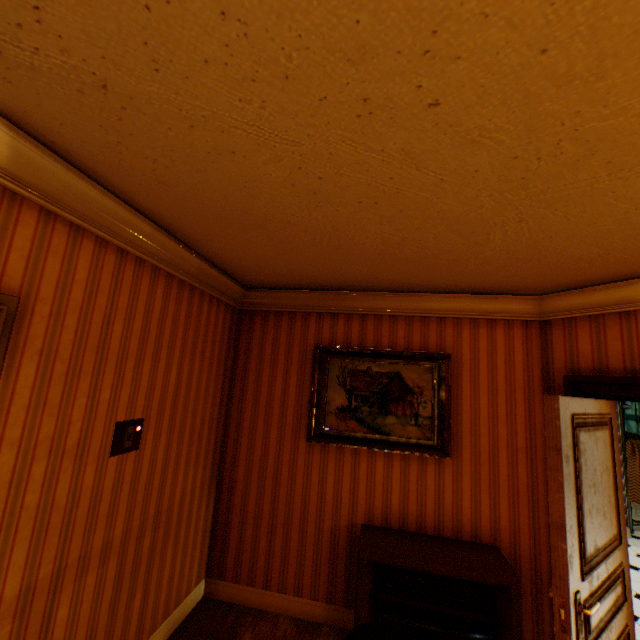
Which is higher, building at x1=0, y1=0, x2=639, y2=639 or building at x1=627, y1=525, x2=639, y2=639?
building at x1=0, y1=0, x2=639, y2=639

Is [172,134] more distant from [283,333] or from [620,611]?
[620,611]

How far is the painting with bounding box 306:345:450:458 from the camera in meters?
3.1

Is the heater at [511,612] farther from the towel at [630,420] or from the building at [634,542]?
the towel at [630,420]

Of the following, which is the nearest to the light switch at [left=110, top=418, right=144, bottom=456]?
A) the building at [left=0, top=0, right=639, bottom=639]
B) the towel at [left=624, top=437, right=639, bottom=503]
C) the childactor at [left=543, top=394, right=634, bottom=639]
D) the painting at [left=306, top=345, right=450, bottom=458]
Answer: the building at [left=0, top=0, right=639, bottom=639]

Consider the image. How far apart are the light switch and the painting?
1.6 meters

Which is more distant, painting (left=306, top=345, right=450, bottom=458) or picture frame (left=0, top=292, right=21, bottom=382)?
painting (left=306, top=345, right=450, bottom=458)

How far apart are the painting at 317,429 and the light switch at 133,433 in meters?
1.6
